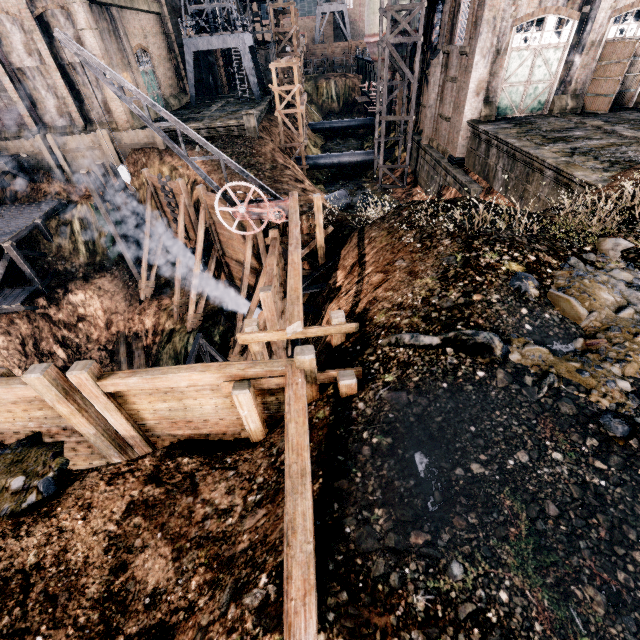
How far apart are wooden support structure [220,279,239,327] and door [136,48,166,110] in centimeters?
2789cm

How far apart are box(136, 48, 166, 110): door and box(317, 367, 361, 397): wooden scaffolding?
42.7m

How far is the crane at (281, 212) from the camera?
10.6 meters

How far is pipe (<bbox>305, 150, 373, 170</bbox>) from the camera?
37.9 meters

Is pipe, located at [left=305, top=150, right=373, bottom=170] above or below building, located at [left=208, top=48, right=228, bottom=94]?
below

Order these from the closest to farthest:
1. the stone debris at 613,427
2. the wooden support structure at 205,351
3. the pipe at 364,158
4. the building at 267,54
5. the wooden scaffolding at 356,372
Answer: the stone debris at 613,427, the wooden scaffolding at 356,372, the wooden support structure at 205,351, the pipe at 364,158, the building at 267,54

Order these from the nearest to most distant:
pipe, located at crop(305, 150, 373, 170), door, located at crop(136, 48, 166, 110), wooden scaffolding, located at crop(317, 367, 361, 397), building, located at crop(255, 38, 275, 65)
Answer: wooden scaffolding, located at crop(317, 367, 361, 397) → door, located at crop(136, 48, 166, 110) → pipe, located at crop(305, 150, 373, 170) → building, located at crop(255, 38, 275, 65)

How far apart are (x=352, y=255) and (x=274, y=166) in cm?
1800
